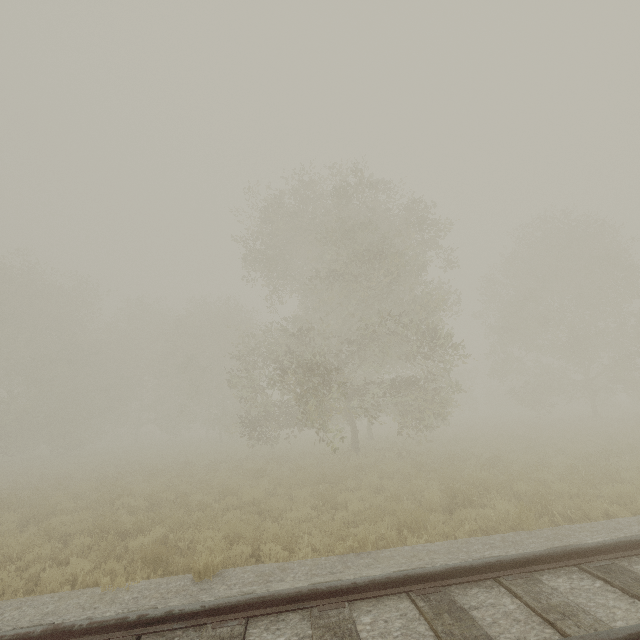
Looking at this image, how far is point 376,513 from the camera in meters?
8.4
